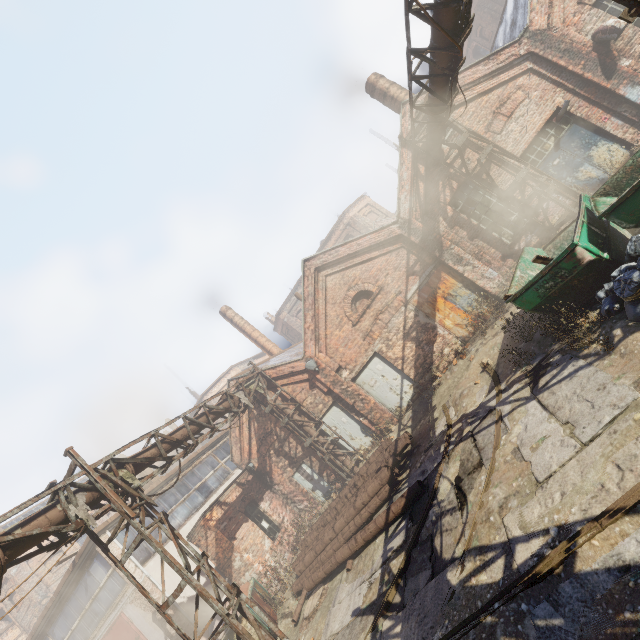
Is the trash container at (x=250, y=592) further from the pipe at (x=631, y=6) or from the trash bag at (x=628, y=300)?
the trash bag at (x=628, y=300)

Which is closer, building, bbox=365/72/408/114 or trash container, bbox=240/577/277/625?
trash container, bbox=240/577/277/625

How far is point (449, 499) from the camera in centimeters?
653cm

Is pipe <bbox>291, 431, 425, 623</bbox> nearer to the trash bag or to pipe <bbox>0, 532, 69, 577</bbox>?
pipe <bbox>0, 532, 69, 577</bbox>

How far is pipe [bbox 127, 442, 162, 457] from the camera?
8.47m

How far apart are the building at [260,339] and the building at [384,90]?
15.0m

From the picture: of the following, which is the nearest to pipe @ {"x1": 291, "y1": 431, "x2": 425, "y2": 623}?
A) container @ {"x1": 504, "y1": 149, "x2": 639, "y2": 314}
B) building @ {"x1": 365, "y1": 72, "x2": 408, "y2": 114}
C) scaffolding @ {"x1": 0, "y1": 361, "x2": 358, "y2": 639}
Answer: scaffolding @ {"x1": 0, "y1": 361, "x2": 358, "y2": 639}

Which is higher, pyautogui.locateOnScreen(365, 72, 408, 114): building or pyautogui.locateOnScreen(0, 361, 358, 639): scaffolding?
pyautogui.locateOnScreen(365, 72, 408, 114): building
